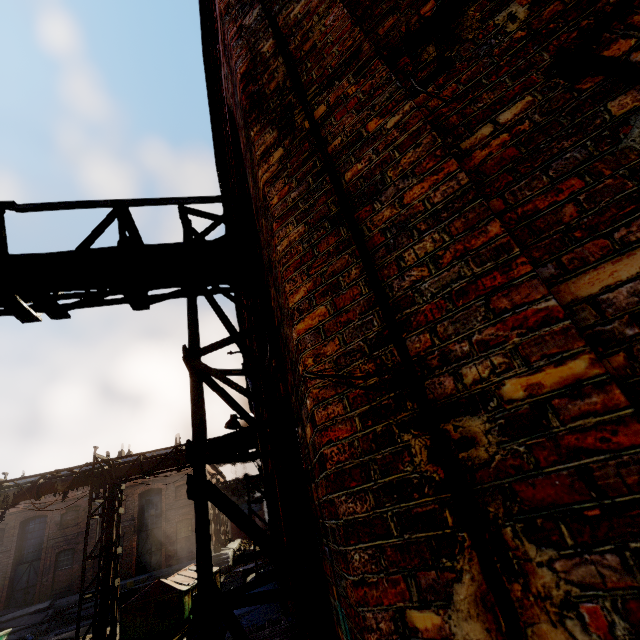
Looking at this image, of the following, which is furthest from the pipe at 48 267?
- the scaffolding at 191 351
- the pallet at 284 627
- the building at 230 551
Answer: the building at 230 551

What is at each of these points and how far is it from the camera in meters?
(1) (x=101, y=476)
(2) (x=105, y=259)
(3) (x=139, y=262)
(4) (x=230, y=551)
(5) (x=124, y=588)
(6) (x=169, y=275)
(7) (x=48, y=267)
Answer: (1) pipe, 13.0 m
(2) pipe, 3.9 m
(3) pipe, 3.9 m
(4) building, 26.7 m
(5) building, 23.1 m
(6) pipe, 4.1 m
(7) pipe, 3.7 m

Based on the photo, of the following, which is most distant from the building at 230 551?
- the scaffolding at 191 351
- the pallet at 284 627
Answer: the scaffolding at 191 351

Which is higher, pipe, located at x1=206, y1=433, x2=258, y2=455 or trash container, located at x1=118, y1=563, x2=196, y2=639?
pipe, located at x1=206, y1=433, x2=258, y2=455

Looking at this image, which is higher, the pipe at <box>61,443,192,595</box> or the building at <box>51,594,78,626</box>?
the pipe at <box>61,443,192,595</box>

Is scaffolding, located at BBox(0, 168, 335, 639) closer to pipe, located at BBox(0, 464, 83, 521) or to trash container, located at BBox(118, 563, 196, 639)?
pipe, located at BBox(0, 464, 83, 521)

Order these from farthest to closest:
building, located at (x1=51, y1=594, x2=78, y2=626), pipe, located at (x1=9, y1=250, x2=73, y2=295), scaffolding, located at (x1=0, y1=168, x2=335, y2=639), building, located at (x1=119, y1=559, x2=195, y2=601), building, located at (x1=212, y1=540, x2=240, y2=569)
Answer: building, located at (x1=212, y1=540, x2=240, y2=569) → building, located at (x1=119, y1=559, x2=195, y2=601) → building, located at (x1=51, y1=594, x2=78, y2=626) → pipe, located at (x1=9, y1=250, x2=73, y2=295) → scaffolding, located at (x1=0, y1=168, x2=335, y2=639)
